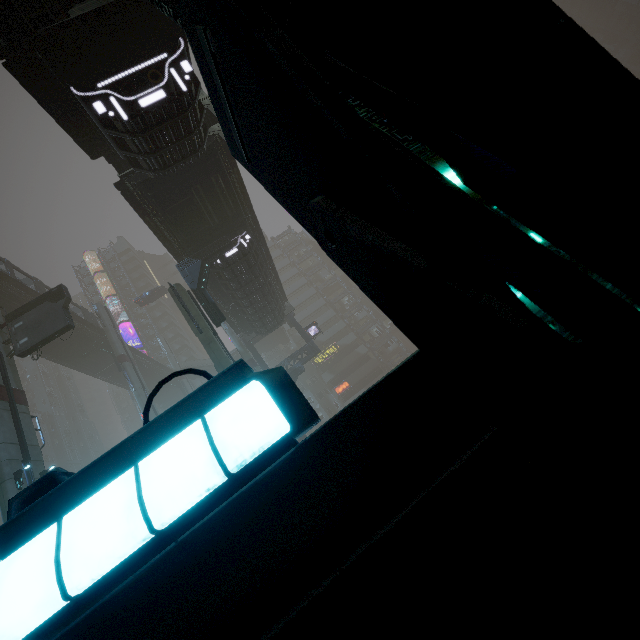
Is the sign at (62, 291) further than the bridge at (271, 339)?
No

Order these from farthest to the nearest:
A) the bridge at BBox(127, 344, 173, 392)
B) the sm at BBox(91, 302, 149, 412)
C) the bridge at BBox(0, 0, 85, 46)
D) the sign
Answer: the bridge at BBox(127, 344, 173, 392)
the sm at BBox(91, 302, 149, 412)
the sign
the bridge at BBox(0, 0, 85, 46)

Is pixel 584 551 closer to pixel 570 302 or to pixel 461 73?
pixel 570 302

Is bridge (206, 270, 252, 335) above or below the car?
below

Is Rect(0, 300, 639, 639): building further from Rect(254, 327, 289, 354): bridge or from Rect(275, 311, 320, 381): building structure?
Rect(275, 311, 320, 381): building structure

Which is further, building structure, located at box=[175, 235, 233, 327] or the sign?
the sign

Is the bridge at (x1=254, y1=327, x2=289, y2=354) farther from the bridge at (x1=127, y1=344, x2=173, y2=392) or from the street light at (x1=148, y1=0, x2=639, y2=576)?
the street light at (x1=148, y1=0, x2=639, y2=576)

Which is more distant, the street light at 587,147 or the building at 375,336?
the building at 375,336
